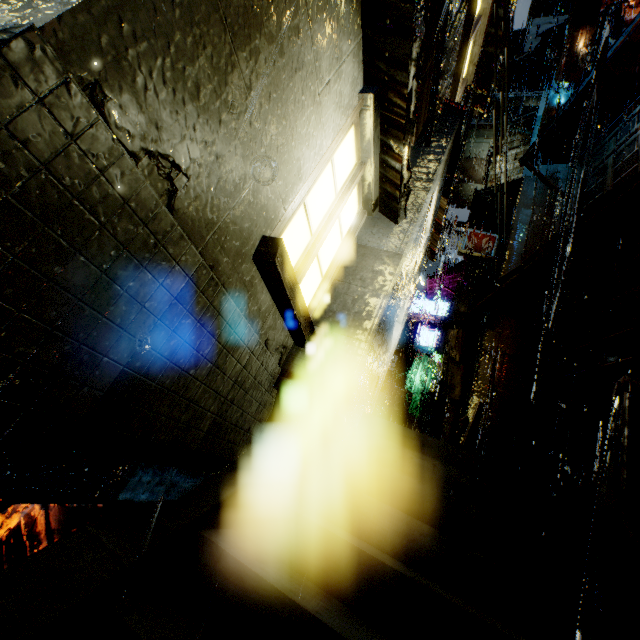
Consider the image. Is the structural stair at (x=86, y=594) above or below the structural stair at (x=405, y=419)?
below

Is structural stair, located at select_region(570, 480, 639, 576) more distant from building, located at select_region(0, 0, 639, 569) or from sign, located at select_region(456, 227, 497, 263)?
sign, located at select_region(456, 227, 497, 263)

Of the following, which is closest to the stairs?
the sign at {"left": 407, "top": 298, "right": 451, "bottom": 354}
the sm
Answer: the sm

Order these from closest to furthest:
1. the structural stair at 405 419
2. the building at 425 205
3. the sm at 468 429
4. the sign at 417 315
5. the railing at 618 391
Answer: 1. the building at 425 205
2. the railing at 618 391
3. the sm at 468 429
4. the structural stair at 405 419
5. the sign at 417 315

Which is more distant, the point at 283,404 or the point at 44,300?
the point at 283,404

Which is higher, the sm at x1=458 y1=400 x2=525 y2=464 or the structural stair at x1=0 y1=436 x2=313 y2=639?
the sm at x1=458 y1=400 x2=525 y2=464

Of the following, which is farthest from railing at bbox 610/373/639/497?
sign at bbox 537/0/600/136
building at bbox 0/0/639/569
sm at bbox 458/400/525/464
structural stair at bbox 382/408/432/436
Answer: sign at bbox 537/0/600/136

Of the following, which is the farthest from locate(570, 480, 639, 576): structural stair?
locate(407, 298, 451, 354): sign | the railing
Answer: locate(407, 298, 451, 354): sign
